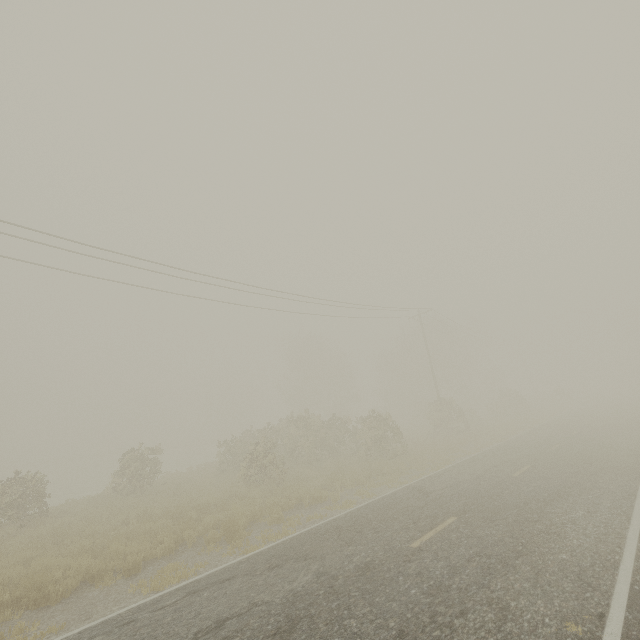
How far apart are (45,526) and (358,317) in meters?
22.2

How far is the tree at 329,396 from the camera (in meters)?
19.34

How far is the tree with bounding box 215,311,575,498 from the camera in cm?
1934
